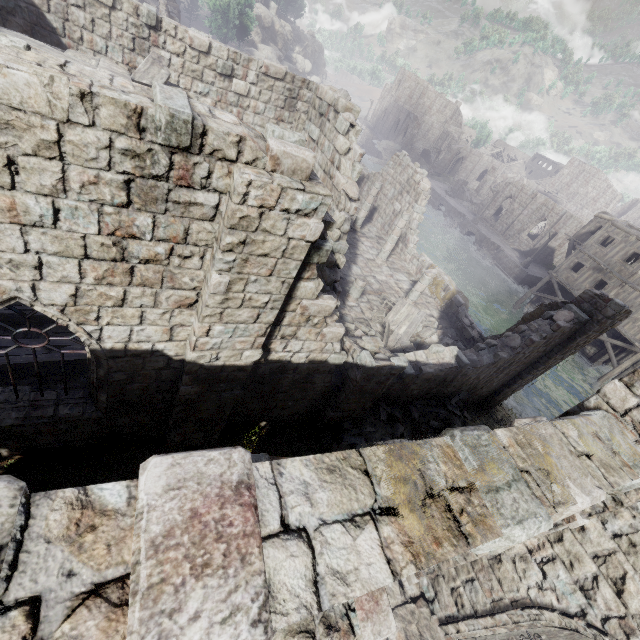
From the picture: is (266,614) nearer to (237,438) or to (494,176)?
(237,438)

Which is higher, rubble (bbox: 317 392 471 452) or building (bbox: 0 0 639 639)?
building (bbox: 0 0 639 639)

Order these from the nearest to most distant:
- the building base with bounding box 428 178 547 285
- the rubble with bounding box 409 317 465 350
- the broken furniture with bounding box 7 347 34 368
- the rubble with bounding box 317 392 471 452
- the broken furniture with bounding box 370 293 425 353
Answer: the broken furniture with bounding box 7 347 34 368 < the rubble with bounding box 317 392 471 452 < the broken furniture with bounding box 370 293 425 353 < the rubble with bounding box 409 317 465 350 < the building base with bounding box 428 178 547 285

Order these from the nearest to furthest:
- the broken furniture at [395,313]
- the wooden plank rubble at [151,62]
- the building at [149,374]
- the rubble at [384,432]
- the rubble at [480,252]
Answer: the building at [149,374], the wooden plank rubble at [151,62], the rubble at [384,432], the broken furniture at [395,313], the rubble at [480,252]

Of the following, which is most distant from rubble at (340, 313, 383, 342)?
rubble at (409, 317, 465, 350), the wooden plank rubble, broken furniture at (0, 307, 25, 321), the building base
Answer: the building base

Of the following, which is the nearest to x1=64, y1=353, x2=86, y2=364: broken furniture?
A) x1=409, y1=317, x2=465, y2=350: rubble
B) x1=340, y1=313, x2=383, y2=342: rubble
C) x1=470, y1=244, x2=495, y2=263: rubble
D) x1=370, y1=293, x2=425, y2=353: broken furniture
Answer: x1=340, y1=313, x2=383, y2=342: rubble

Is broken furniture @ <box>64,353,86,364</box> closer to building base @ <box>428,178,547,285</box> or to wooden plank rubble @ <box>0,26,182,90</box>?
wooden plank rubble @ <box>0,26,182,90</box>

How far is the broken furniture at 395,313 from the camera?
13.7m
